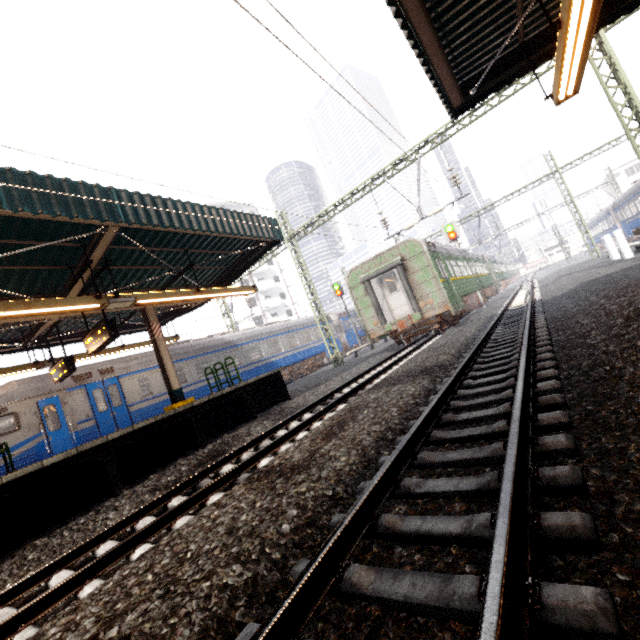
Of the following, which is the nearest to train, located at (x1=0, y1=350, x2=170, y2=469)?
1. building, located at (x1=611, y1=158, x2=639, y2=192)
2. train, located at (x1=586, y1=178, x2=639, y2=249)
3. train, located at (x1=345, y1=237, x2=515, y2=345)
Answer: train, located at (x1=345, y1=237, x2=515, y2=345)

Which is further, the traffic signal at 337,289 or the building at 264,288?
the building at 264,288

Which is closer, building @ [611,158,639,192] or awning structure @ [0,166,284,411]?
awning structure @ [0,166,284,411]

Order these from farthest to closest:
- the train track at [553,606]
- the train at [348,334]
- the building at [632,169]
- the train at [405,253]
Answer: the building at [632,169], the train at [348,334], the train at [405,253], the train track at [553,606]

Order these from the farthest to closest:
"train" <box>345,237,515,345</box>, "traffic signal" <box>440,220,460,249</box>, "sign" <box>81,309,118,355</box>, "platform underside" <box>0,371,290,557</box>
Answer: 1. "traffic signal" <box>440,220,460,249</box>
2. "train" <box>345,237,515,345</box>
3. "sign" <box>81,309,118,355</box>
4. "platform underside" <box>0,371,290,557</box>

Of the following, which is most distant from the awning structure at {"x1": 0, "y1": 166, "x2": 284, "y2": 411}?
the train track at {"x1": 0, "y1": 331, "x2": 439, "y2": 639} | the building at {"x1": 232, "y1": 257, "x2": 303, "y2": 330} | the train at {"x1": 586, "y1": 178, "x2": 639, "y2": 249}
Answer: the train at {"x1": 586, "y1": 178, "x2": 639, "y2": 249}

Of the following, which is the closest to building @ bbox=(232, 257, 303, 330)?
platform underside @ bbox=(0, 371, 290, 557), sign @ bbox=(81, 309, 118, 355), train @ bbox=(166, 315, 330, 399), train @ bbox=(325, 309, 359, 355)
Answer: train @ bbox=(325, 309, 359, 355)

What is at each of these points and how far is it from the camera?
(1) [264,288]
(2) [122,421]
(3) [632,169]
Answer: (1) building, 49.3 meters
(2) train, 12.5 meters
(3) building, 47.1 meters
